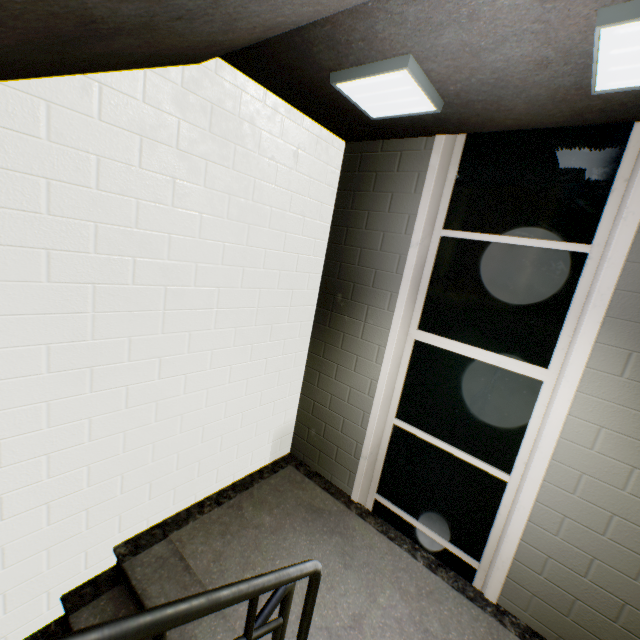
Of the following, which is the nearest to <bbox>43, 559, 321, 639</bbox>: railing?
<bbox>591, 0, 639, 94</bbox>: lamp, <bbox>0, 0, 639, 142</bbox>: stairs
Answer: <bbox>0, 0, 639, 142</bbox>: stairs

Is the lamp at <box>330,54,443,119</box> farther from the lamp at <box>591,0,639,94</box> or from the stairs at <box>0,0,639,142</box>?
the lamp at <box>591,0,639,94</box>

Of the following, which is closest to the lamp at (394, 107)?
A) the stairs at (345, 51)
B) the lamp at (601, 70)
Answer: the stairs at (345, 51)

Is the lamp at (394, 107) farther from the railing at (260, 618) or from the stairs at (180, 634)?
the railing at (260, 618)

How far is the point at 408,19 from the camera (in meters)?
1.38

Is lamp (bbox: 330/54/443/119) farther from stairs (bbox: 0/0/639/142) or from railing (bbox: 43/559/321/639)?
railing (bbox: 43/559/321/639)

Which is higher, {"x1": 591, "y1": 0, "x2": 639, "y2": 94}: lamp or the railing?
{"x1": 591, "y1": 0, "x2": 639, "y2": 94}: lamp

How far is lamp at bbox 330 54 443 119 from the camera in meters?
1.7 m
